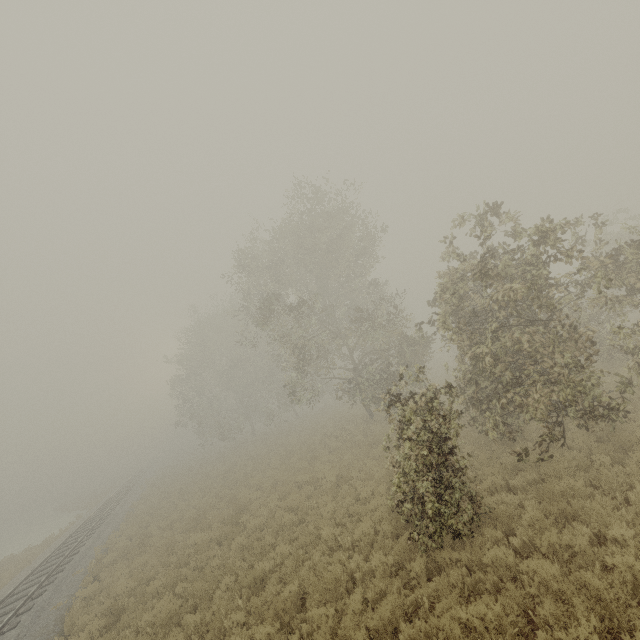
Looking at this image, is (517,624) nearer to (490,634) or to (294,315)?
(490,634)
